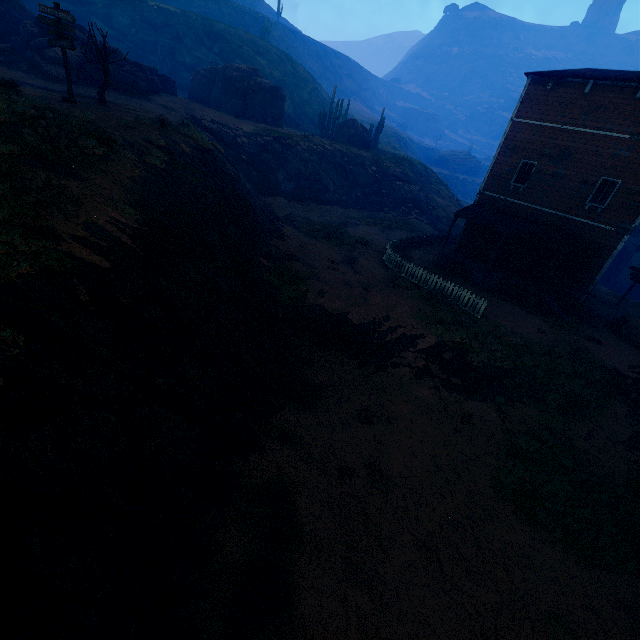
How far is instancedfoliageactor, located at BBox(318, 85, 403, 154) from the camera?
41.3 meters

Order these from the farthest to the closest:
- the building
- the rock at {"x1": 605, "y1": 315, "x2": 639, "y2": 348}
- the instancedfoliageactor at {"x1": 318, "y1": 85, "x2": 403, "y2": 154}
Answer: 1. the instancedfoliageactor at {"x1": 318, "y1": 85, "x2": 403, "y2": 154}
2. the rock at {"x1": 605, "y1": 315, "x2": 639, "y2": 348}
3. the building

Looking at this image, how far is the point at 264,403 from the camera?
10.7 meters

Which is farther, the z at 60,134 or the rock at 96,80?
the rock at 96,80

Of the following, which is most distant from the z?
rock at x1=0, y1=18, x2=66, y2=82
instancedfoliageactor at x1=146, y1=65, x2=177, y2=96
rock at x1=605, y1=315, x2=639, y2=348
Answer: instancedfoliageactor at x1=146, y1=65, x2=177, y2=96

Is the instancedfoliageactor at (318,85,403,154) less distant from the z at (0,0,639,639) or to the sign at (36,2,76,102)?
the z at (0,0,639,639)

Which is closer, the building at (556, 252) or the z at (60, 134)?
the z at (60, 134)
